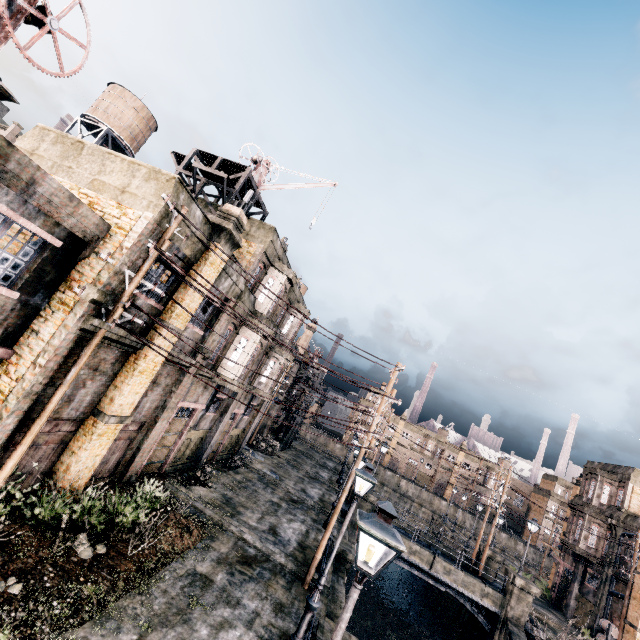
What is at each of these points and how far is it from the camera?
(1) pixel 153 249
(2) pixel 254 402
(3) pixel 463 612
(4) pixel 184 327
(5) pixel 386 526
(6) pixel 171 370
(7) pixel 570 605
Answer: (1) electric pole, 9.6m
(2) building, 26.0m
(3) column, 28.8m
(4) building, 12.7m
(5) street light, 5.1m
(6) building, 14.1m
(7) column, 32.8m

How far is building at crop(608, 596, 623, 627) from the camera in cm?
2825

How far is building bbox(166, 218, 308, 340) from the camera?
11.34m

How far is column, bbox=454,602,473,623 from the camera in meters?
28.4 m

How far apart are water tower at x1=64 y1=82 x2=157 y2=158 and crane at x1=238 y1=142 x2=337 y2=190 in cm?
1627

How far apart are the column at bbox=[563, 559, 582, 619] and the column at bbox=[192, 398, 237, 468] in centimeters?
4029cm

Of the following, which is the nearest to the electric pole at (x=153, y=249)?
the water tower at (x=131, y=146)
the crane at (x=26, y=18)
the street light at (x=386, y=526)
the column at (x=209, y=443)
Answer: the crane at (x=26, y=18)

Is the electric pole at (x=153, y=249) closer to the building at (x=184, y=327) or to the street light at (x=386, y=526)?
the building at (x=184, y=327)
